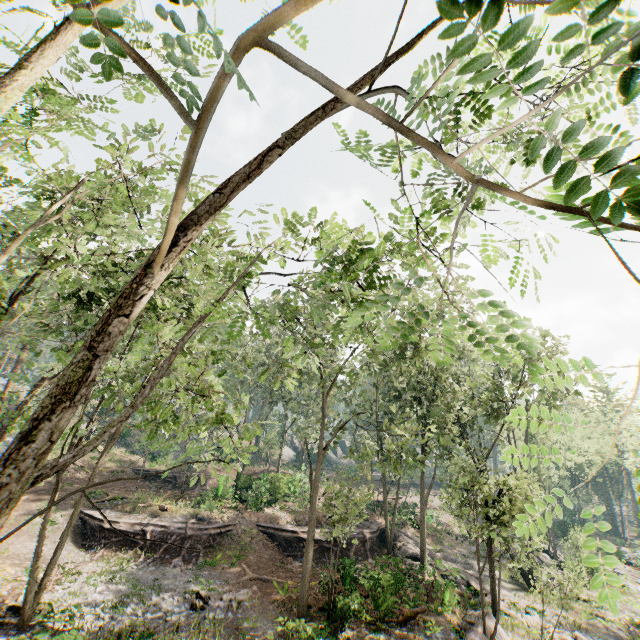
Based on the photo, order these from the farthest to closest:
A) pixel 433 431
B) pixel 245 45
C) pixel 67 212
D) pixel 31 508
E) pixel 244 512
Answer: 1. pixel 244 512
2. pixel 31 508
3. pixel 433 431
4. pixel 67 212
5. pixel 245 45

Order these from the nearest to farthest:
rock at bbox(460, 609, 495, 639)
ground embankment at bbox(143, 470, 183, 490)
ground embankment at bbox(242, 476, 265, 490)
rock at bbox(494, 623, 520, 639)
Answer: rock at bbox(460, 609, 495, 639)
rock at bbox(494, 623, 520, 639)
ground embankment at bbox(242, 476, 265, 490)
ground embankment at bbox(143, 470, 183, 490)

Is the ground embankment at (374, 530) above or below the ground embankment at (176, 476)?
below

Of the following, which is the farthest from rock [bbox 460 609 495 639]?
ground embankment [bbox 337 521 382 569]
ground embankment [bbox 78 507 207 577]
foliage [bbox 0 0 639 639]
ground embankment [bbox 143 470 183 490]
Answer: ground embankment [bbox 143 470 183 490]

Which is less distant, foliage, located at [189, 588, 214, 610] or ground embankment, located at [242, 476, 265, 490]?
foliage, located at [189, 588, 214, 610]

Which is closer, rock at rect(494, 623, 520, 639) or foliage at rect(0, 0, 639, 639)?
foliage at rect(0, 0, 639, 639)

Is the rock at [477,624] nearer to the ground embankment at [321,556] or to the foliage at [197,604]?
the foliage at [197,604]

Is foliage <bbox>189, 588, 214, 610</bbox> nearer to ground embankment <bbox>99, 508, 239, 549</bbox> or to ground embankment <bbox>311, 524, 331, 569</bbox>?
ground embankment <bbox>311, 524, 331, 569</bbox>
